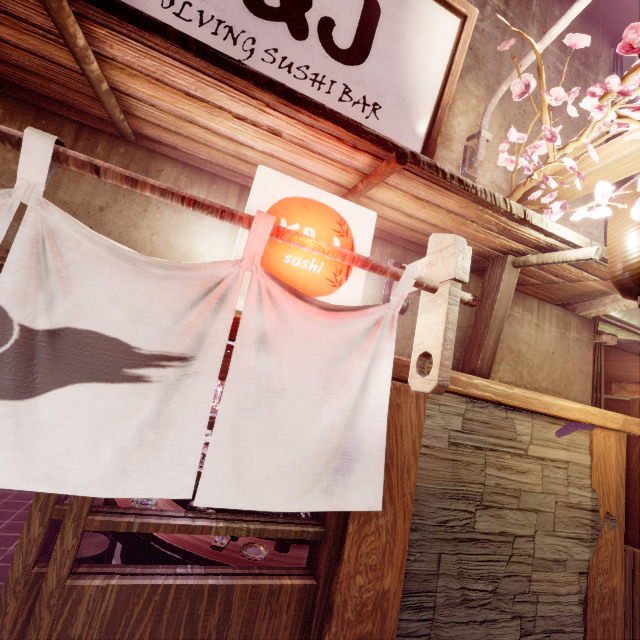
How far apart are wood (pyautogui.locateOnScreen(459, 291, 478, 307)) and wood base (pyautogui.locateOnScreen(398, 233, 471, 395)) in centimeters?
1cm

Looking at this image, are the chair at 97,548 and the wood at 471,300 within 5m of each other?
no

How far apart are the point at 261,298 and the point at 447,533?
3.39m

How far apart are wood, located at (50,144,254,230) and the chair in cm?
675

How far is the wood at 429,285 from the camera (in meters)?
3.31

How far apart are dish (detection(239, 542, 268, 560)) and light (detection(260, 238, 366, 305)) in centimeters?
444cm

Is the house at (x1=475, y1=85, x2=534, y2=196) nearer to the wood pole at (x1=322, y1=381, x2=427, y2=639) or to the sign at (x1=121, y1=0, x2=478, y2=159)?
the sign at (x1=121, y1=0, x2=478, y2=159)

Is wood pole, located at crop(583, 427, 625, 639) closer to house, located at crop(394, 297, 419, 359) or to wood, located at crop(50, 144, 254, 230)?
house, located at crop(394, 297, 419, 359)
